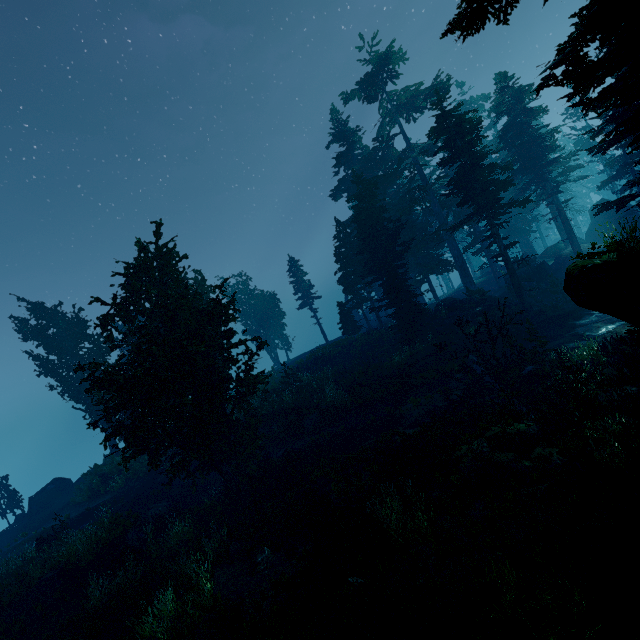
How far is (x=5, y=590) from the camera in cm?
1366

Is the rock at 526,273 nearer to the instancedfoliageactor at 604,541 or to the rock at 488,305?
the instancedfoliageactor at 604,541

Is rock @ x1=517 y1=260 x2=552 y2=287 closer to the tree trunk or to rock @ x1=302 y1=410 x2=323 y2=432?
the tree trunk

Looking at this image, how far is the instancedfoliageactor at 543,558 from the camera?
7.0 meters

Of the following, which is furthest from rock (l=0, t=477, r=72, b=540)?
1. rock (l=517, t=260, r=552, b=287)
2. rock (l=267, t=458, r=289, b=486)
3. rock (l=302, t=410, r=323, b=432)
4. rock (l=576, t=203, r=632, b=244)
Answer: rock (l=576, t=203, r=632, b=244)

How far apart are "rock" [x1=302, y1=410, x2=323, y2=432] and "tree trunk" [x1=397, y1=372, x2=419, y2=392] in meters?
5.5

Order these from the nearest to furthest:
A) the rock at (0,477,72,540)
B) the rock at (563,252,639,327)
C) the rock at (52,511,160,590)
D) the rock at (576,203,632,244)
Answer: the rock at (563,252,639,327) < the rock at (52,511,160,590) < the rock at (0,477,72,540) < the rock at (576,203,632,244)

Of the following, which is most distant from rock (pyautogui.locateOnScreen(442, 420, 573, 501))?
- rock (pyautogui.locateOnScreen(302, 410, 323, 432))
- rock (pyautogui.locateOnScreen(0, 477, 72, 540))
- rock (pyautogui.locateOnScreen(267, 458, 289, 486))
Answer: rock (pyautogui.locateOnScreen(0, 477, 72, 540))
